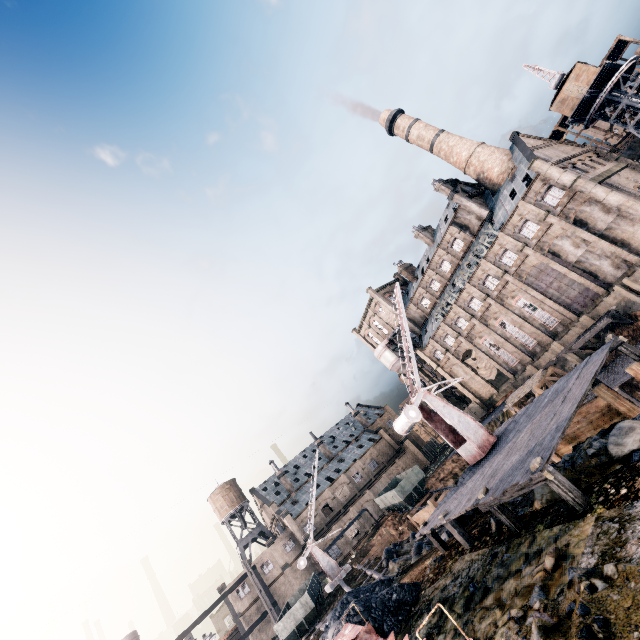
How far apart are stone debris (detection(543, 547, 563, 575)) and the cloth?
49.77m

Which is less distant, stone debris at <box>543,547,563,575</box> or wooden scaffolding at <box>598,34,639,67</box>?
stone debris at <box>543,547,563,575</box>

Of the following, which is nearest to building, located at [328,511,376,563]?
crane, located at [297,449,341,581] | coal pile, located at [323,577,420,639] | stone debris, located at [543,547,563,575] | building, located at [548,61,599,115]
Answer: crane, located at [297,449,341,581]

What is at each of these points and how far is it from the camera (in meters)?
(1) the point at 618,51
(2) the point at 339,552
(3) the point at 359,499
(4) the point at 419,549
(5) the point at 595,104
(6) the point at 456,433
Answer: (1) wooden scaffolding, 52.78
(2) building, 53.09
(3) building, 58.81
(4) stone debris, 20.31
(5) crane, 43.00
(6) crane, 18.52

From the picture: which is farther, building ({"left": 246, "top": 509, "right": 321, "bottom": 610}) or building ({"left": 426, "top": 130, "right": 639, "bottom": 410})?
building ({"left": 246, "top": 509, "right": 321, "bottom": 610})

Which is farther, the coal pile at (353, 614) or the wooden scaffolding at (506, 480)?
the coal pile at (353, 614)

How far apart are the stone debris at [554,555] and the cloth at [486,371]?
49.8 meters

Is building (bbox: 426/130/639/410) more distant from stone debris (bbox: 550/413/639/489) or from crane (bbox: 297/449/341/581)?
stone debris (bbox: 550/413/639/489)
